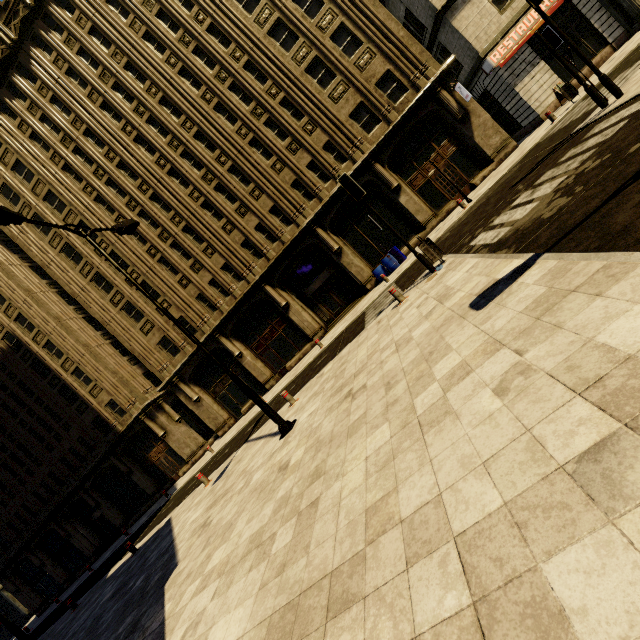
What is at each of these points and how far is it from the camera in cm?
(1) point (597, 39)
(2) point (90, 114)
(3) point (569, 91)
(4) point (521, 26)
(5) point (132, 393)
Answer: (1) building, 1623
(2) building, 2091
(3) trash bin, 1349
(4) sign, 1630
(5) building, 2466

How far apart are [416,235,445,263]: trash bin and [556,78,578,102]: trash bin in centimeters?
1094cm

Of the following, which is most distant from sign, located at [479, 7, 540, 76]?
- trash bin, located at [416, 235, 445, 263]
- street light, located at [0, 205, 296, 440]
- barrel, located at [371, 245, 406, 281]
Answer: street light, located at [0, 205, 296, 440]

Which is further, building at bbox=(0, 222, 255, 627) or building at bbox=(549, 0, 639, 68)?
building at bbox=(0, 222, 255, 627)

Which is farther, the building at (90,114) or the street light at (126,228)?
the building at (90,114)

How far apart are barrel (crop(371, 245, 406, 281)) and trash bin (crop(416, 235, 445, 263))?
8.8 meters

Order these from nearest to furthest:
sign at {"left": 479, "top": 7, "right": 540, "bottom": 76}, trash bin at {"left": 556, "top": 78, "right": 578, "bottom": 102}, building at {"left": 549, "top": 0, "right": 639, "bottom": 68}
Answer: trash bin at {"left": 556, "top": 78, "right": 578, "bottom": 102}, building at {"left": 549, "top": 0, "right": 639, "bottom": 68}, sign at {"left": 479, "top": 7, "right": 540, "bottom": 76}

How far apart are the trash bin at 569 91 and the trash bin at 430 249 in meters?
10.9 m
